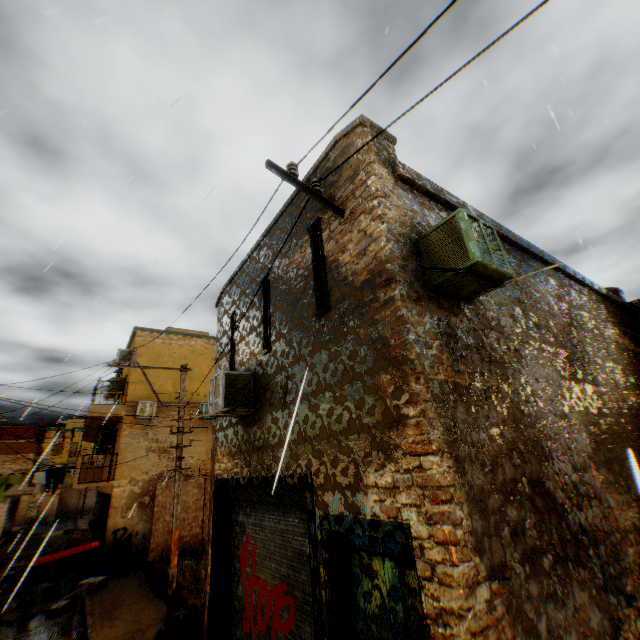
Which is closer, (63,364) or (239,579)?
(239,579)

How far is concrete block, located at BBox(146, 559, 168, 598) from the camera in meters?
10.4

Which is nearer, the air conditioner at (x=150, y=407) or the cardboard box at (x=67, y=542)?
the cardboard box at (x=67, y=542)

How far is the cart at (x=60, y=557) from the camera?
11.8 meters

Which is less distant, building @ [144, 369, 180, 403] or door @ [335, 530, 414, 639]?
door @ [335, 530, 414, 639]

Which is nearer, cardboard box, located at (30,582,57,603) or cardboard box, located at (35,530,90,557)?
cardboard box, located at (30,582,57,603)

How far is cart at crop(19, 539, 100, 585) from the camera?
11.8 meters

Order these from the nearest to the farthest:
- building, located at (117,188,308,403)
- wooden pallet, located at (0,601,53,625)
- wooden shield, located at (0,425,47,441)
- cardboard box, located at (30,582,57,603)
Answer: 1. building, located at (117,188,308,403)
2. wooden pallet, located at (0,601,53,625)
3. cardboard box, located at (30,582,57,603)
4. wooden shield, located at (0,425,47,441)
